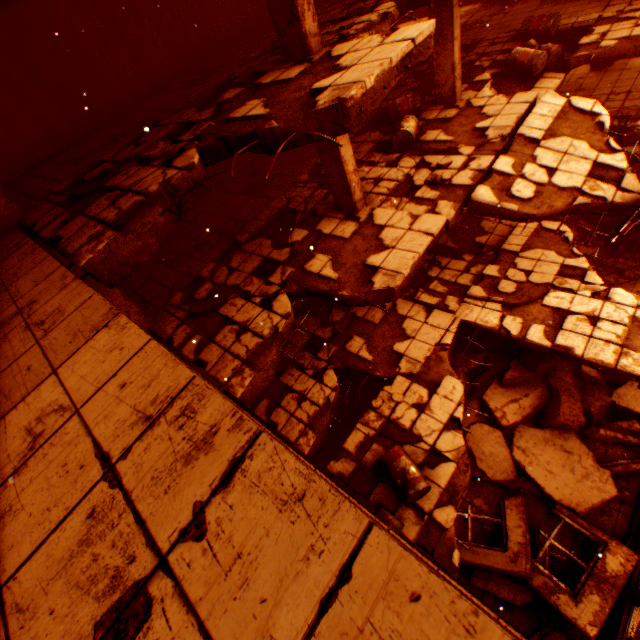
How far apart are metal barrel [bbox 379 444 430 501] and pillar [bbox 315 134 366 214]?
5.1 meters

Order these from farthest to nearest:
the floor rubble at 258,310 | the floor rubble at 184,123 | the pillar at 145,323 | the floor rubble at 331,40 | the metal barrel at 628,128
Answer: the metal barrel at 628,128 < the pillar at 145,323 < the floor rubble at 258,310 < the floor rubble at 331,40 < the floor rubble at 184,123

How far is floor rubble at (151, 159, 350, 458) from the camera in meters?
5.9 m

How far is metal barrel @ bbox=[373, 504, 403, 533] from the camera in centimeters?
566cm

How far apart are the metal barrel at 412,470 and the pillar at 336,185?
5.13m

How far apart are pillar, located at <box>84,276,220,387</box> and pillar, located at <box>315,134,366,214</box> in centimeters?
499cm

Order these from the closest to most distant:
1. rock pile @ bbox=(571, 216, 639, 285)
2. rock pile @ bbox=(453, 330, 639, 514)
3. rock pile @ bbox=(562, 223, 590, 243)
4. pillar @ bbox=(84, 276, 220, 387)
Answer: pillar @ bbox=(84, 276, 220, 387) < rock pile @ bbox=(453, 330, 639, 514) < rock pile @ bbox=(571, 216, 639, 285) < rock pile @ bbox=(562, 223, 590, 243)

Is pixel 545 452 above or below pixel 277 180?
below
